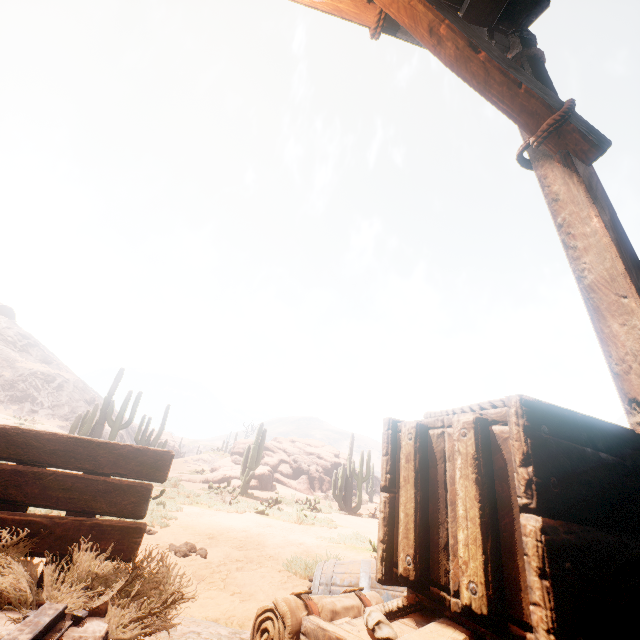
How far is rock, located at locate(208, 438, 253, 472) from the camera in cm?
2662

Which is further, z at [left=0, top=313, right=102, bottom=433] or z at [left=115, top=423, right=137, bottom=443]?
z at [left=115, top=423, right=137, bottom=443]

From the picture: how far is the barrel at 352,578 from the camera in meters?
2.0 m

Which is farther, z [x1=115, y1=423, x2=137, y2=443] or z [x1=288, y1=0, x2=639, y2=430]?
z [x1=115, y1=423, x2=137, y2=443]

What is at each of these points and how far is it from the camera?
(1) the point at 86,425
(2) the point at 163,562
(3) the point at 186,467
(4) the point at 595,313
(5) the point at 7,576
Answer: (1) instancedfoliageactor, 16.95m
(2) z, 2.01m
(3) z, 27.41m
(4) z, 1.76m
(5) z, 1.51m

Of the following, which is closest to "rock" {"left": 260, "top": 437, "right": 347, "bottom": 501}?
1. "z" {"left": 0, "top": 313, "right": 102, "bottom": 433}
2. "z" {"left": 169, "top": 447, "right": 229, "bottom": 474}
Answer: "z" {"left": 169, "top": 447, "right": 229, "bottom": 474}

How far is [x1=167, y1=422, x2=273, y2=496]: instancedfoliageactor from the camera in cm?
1578

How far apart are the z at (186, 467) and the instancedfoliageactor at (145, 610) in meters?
29.8 m
